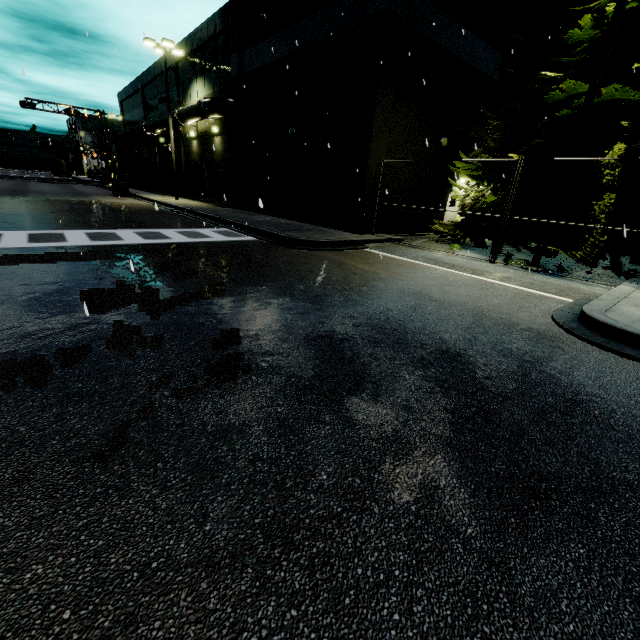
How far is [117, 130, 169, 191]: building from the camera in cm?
3297

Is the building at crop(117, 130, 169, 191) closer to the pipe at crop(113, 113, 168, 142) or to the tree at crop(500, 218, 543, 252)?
the pipe at crop(113, 113, 168, 142)

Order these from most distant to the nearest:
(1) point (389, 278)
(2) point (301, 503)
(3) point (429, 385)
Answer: (1) point (389, 278) < (3) point (429, 385) < (2) point (301, 503)

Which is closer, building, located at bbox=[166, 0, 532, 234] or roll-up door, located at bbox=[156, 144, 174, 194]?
building, located at bbox=[166, 0, 532, 234]

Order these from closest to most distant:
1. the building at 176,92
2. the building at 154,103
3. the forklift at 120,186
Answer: the building at 176,92
the forklift at 120,186
the building at 154,103

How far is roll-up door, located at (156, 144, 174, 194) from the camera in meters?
31.7

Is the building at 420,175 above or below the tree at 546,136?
below

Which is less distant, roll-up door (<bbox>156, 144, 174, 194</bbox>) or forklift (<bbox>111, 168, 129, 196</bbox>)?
forklift (<bbox>111, 168, 129, 196</bbox>)
